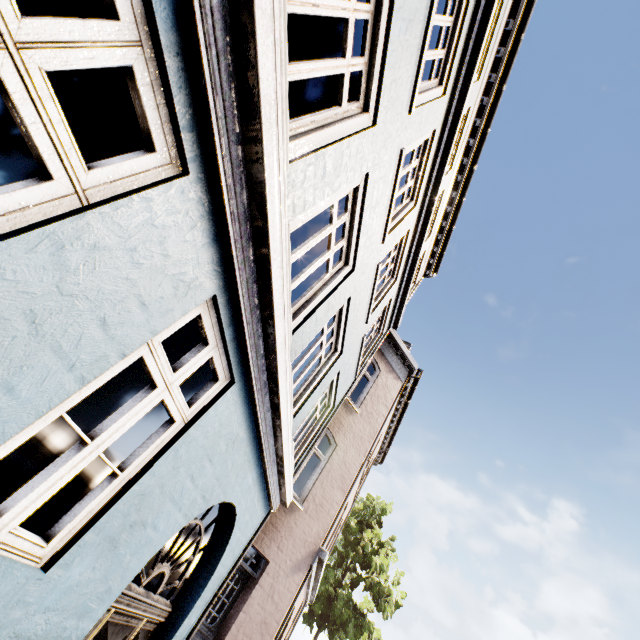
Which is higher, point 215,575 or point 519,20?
point 519,20
